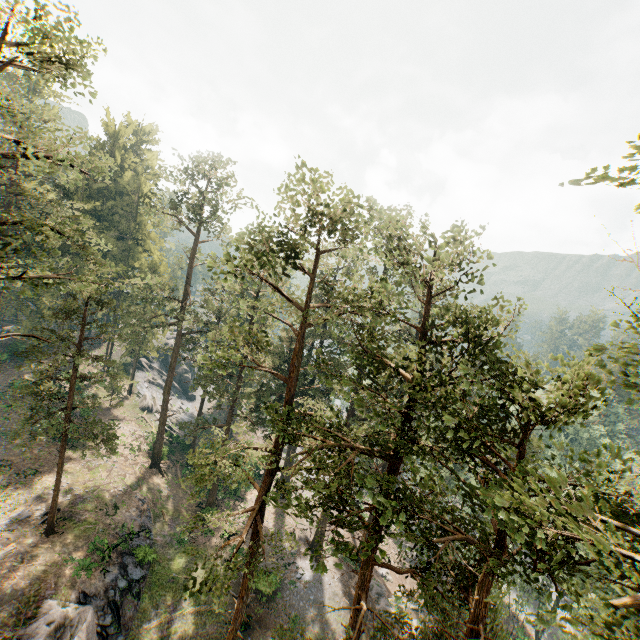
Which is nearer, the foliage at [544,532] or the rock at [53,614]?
the foliage at [544,532]

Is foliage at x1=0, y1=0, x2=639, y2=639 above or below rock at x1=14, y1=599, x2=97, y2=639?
above

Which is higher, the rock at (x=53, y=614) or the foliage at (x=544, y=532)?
the foliage at (x=544, y=532)

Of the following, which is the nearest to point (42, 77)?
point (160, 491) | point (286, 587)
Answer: point (160, 491)

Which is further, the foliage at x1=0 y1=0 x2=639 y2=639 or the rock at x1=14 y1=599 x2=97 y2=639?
the rock at x1=14 y1=599 x2=97 y2=639
